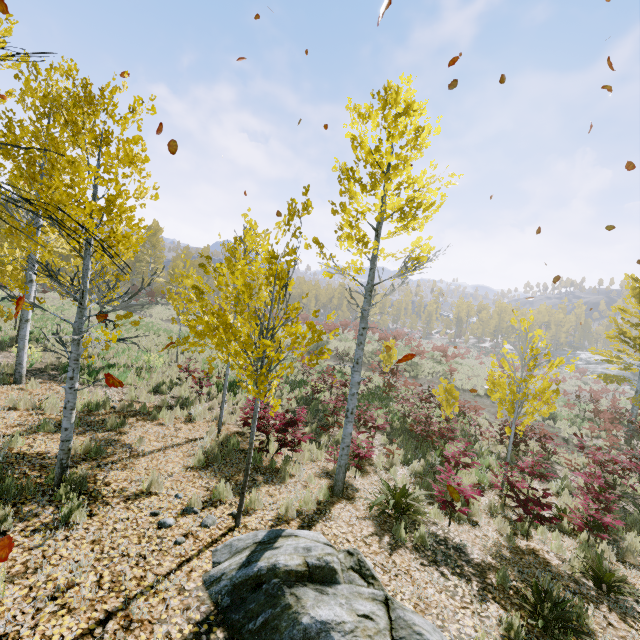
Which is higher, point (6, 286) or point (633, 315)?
point (633, 315)

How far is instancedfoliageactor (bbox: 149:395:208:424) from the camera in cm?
896

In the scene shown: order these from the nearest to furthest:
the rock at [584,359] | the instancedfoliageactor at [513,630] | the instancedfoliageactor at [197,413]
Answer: the instancedfoliageactor at [513,630] < the instancedfoliageactor at [197,413] < the rock at [584,359]

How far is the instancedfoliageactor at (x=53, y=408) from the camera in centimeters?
780cm

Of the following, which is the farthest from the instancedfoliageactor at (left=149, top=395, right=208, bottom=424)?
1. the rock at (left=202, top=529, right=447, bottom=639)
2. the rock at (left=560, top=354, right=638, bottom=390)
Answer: the rock at (left=560, top=354, right=638, bottom=390)

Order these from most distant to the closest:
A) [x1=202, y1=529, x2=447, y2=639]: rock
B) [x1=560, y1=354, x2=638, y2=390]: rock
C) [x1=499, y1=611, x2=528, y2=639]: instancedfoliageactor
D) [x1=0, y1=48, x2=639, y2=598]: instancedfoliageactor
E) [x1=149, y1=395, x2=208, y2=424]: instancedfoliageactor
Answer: [x1=560, y1=354, x2=638, y2=390]: rock → [x1=149, y1=395, x2=208, y2=424]: instancedfoliageactor → [x1=0, y1=48, x2=639, y2=598]: instancedfoliageactor → [x1=499, y1=611, x2=528, y2=639]: instancedfoliageactor → [x1=202, y1=529, x2=447, y2=639]: rock

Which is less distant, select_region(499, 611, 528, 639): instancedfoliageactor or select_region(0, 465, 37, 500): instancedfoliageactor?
select_region(499, 611, 528, 639): instancedfoliageactor
